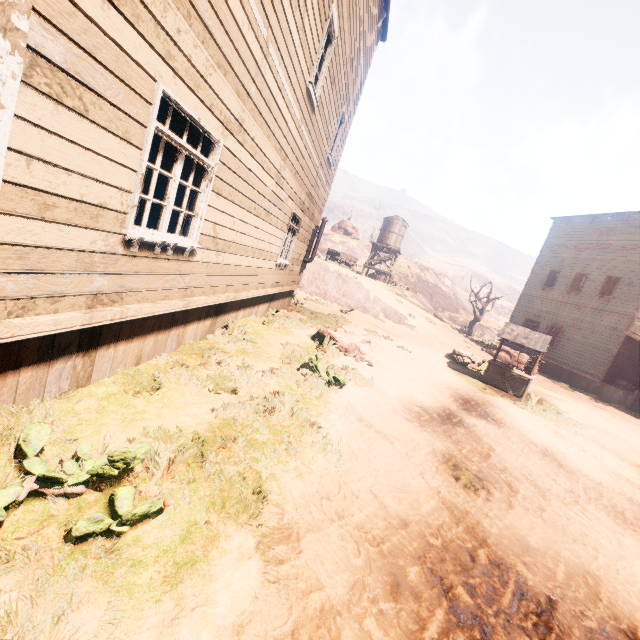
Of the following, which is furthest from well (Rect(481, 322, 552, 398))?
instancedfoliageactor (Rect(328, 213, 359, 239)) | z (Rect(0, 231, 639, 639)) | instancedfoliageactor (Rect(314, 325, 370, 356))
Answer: instancedfoliageactor (Rect(328, 213, 359, 239))

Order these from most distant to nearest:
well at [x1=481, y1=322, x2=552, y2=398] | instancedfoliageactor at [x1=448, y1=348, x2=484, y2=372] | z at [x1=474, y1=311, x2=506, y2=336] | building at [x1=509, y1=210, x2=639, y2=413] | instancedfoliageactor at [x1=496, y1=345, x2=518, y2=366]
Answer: z at [x1=474, y1=311, x2=506, y2=336], instancedfoliageactor at [x1=496, y1=345, x2=518, y2=366], building at [x1=509, y1=210, x2=639, y2=413], instancedfoliageactor at [x1=448, y1=348, x2=484, y2=372], well at [x1=481, y1=322, x2=552, y2=398]

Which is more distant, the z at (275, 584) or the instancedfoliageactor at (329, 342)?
the instancedfoliageactor at (329, 342)

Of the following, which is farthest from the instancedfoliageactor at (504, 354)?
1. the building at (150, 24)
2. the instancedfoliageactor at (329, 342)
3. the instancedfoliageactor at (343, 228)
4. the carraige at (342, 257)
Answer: the instancedfoliageactor at (343, 228)

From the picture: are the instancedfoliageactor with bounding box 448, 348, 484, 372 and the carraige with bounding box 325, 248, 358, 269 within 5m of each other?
no

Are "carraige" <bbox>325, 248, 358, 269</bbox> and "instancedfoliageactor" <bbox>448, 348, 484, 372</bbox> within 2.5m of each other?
no

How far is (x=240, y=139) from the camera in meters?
4.9 m

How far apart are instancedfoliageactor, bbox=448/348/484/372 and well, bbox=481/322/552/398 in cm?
68
